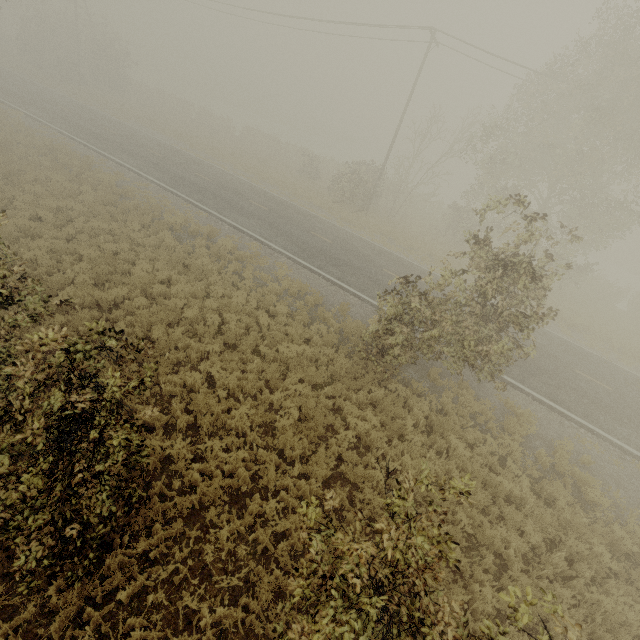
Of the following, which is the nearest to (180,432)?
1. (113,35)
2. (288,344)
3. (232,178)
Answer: (288,344)

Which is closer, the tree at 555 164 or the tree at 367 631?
the tree at 367 631

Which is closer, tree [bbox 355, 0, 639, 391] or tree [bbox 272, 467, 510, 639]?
tree [bbox 272, 467, 510, 639]
